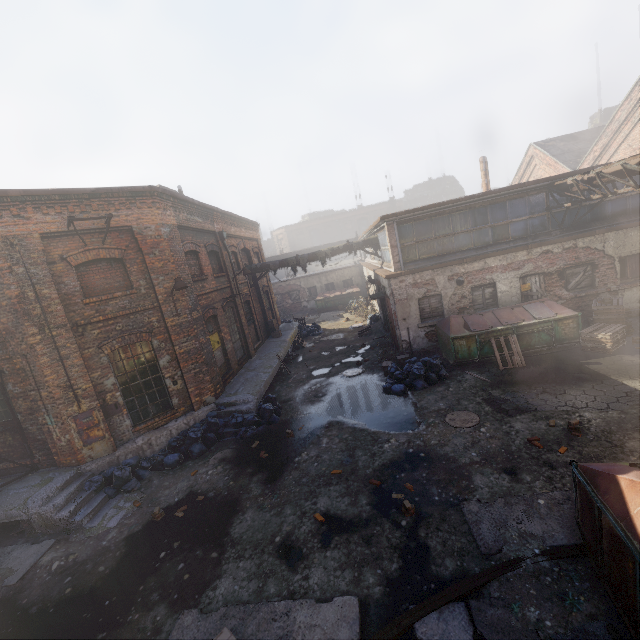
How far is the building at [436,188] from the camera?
56.2m

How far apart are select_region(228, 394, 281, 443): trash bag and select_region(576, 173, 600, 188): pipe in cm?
1334

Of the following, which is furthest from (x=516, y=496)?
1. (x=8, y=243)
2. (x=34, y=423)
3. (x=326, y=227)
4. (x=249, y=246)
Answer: (x=326, y=227)

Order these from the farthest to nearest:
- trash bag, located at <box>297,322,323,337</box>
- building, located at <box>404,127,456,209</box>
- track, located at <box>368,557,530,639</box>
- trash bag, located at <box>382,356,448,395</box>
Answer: building, located at <box>404,127,456,209</box> → trash bag, located at <box>297,322,323,337</box> → trash bag, located at <box>382,356,448,395</box> → track, located at <box>368,557,530,639</box>

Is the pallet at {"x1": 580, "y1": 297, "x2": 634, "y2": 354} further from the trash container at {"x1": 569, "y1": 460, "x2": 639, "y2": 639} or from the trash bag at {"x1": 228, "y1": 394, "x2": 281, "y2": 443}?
the trash bag at {"x1": 228, "y1": 394, "x2": 281, "y2": 443}

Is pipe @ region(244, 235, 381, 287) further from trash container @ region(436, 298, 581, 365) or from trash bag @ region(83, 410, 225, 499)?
trash bag @ region(83, 410, 225, 499)

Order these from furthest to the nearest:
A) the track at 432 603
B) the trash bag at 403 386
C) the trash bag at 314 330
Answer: the trash bag at 314 330 → the trash bag at 403 386 → the track at 432 603

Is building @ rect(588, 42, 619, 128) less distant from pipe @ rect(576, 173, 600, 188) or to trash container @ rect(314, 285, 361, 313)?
trash container @ rect(314, 285, 361, 313)
